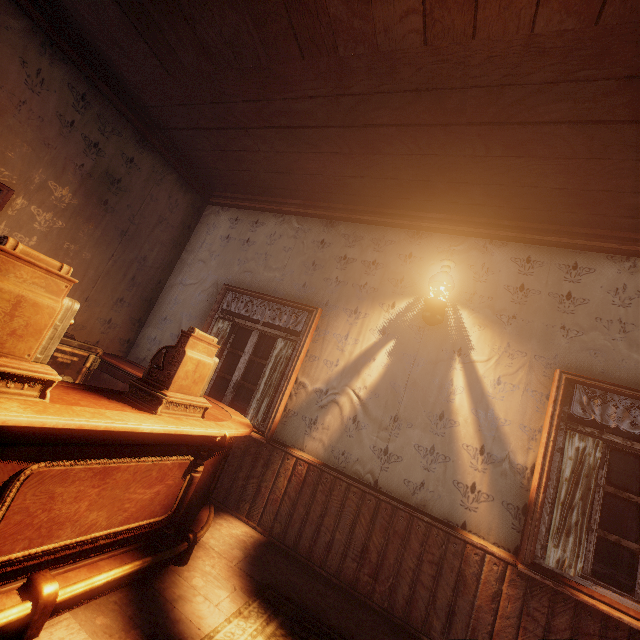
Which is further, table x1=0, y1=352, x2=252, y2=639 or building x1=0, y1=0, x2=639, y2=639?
building x1=0, y1=0, x2=639, y2=639

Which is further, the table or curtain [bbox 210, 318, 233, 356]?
curtain [bbox 210, 318, 233, 356]

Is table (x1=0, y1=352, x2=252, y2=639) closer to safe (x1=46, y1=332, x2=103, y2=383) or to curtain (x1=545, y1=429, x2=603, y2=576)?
curtain (x1=545, y1=429, x2=603, y2=576)

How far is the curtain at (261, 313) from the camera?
4.0m

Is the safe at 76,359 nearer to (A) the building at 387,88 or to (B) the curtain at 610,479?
(A) the building at 387,88

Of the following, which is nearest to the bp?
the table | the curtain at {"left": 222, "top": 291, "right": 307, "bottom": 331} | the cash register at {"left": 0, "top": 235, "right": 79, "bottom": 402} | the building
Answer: the building

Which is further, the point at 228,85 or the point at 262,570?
the point at 228,85

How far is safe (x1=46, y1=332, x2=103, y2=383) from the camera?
3.2 meters
